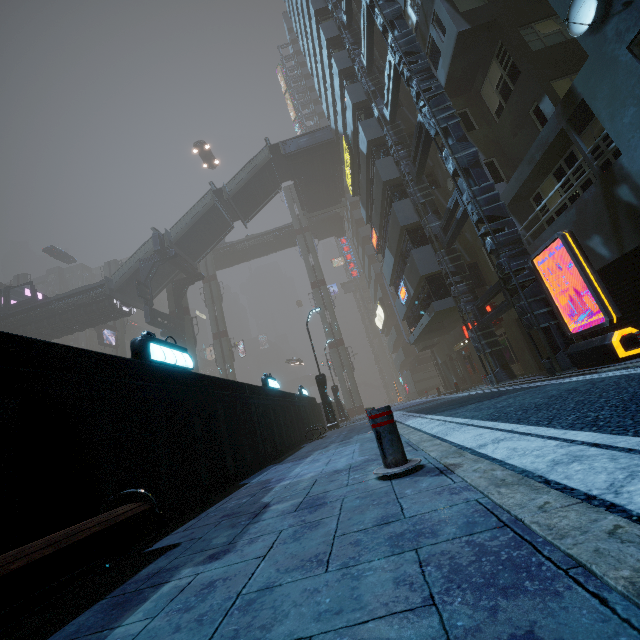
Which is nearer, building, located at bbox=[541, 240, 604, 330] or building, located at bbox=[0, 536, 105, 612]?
building, located at bbox=[0, 536, 105, 612]

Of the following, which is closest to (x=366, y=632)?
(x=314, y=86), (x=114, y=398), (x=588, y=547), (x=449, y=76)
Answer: (x=588, y=547)

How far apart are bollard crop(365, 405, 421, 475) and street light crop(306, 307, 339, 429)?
14.4m

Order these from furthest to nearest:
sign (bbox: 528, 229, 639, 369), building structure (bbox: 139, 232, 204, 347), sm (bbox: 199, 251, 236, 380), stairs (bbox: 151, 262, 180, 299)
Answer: sm (bbox: 199, 251, 236, 380)
stairs (bbox: 151, 262, 180, 299)
building structure (bbox: 139, 232, 204, 347)
sign (bbox: 528, 229, 639, 369)

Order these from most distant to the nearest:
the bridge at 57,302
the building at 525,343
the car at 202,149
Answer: the car at 202,149 → the bridge at 57,302 → the building at 525,343

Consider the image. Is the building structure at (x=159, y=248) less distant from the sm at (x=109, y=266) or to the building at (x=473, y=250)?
the building at (x=473, y=250)

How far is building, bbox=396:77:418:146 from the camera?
18.43m

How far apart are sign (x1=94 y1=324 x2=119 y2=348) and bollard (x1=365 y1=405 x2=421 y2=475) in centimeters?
5001cm
